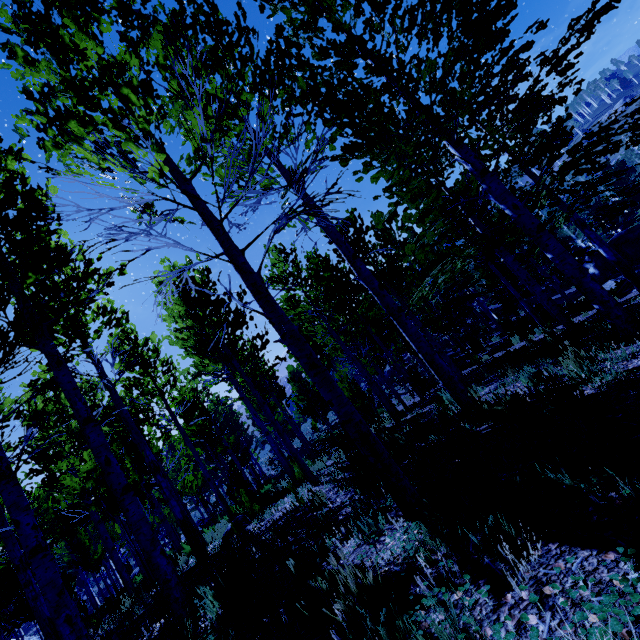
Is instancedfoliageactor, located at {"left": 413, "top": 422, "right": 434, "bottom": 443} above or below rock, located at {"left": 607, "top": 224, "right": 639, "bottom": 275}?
above

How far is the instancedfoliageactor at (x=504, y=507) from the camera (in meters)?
2.01

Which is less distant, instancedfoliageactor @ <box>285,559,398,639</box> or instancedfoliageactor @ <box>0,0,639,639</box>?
instancedfoliageactor @ <box>285,559,398,639</box>

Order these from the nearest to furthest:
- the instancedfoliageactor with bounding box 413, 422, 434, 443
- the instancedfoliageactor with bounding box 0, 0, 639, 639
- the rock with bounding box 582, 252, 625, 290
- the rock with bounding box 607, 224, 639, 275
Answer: the instancedfoliageactor with bounding box 0, 0, 639, 639 → the instancedfoliageactor with bounding box 413, 422, 434, 443 → the rock with bounding box 582, 252, 625, 290 → the rock with bounding box 607, 224, 639, 275

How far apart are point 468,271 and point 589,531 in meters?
31.2

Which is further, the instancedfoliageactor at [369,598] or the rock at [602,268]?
the rock at [602,268]
